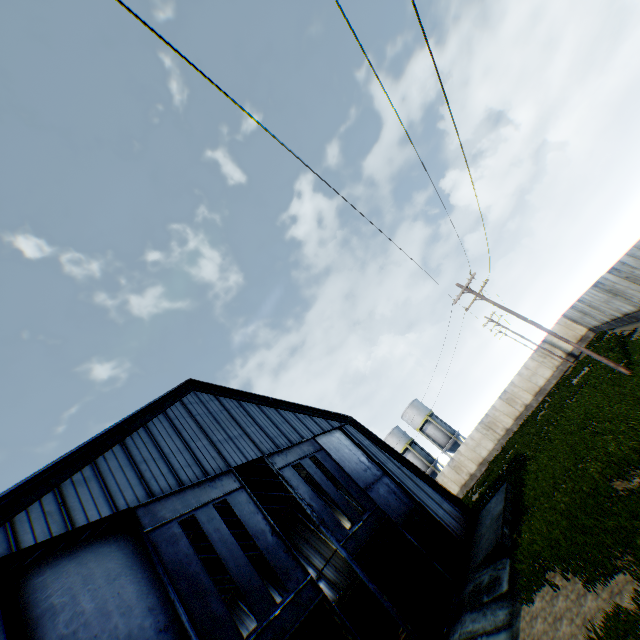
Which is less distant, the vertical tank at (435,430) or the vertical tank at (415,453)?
the vertical tank at (435,430)

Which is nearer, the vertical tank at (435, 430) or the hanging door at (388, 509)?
the hanging door at (388, 509)

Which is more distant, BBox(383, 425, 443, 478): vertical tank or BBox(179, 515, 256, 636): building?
BBox(383, 425, 443, 478): vertical tank

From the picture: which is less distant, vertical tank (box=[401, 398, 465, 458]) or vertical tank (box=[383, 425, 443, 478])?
vertical tank (box=[401, 398, 465, 458])

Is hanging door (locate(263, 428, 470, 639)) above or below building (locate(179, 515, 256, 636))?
below

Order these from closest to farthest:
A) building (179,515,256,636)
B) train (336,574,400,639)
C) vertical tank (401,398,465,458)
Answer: train (336,574,400,639)
building (179,515,256,636)
vertical tank (401,398,465,458)

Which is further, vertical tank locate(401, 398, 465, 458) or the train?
vertical tank locate(401, 398, 465, 458)

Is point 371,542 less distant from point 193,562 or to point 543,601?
point 543,601
